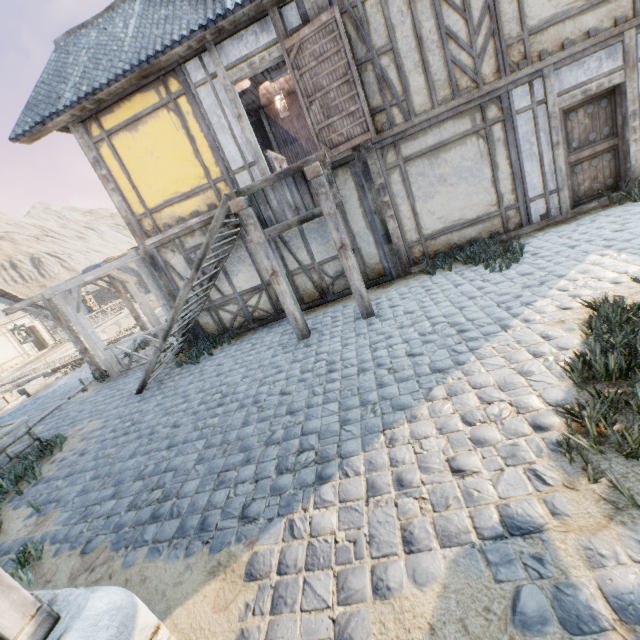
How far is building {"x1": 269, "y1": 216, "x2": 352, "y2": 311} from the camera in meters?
7.6

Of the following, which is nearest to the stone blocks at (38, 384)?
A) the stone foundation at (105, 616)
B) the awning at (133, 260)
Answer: the awning at (133, 260)

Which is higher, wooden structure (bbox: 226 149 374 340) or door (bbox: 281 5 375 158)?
door (bbox: 281 5 375 158)

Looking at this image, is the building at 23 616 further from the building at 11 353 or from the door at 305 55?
the building at 11 353

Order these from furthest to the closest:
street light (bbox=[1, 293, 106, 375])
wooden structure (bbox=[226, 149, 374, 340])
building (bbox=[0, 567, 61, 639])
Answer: street light (bbox=[1, 293, 106, 375]) → wooden structure (bbox=[226, 149, 374, 340]) → building (bbox=[0, 567, 61, 639])

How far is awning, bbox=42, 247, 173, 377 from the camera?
8.41m

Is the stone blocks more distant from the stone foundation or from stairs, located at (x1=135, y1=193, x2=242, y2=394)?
stairs, located at (x1=135, y1=193, x2=242, y2=394)

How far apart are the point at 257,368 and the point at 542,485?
4.8m
